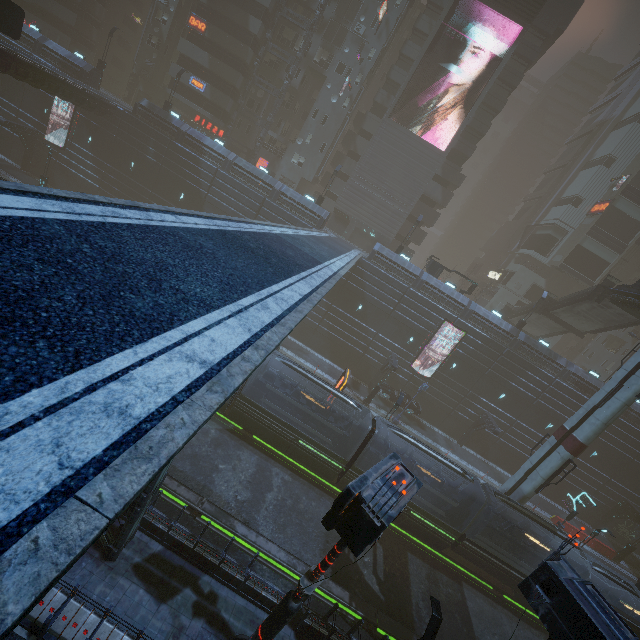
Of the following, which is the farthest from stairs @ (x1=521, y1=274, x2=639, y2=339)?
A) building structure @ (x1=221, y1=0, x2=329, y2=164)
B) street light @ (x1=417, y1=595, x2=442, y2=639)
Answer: building structure @ (x1=221, y1=0, x2=329, y2=164)

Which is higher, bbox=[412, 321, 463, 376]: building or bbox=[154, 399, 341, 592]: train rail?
bbox=[412, 321, 463, 376]: building

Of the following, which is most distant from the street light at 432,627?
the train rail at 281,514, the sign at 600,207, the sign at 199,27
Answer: the sign at 199,27

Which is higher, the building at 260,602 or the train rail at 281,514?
the building at 260,602

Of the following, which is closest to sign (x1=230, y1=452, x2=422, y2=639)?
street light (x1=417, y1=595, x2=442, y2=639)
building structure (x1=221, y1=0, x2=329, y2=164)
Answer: street light (x1=417, y1=595, x2=442, y2=639)

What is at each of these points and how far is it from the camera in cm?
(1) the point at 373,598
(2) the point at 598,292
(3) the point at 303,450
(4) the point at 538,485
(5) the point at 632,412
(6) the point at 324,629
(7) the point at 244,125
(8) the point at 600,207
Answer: (1) train rail, 1681
(2) stairs, 2941
(3) train, 2031
(4) sm, 2252
(5) building, 3338
(6) building, 1271
(7) building, 4456
(8) sign, 4394

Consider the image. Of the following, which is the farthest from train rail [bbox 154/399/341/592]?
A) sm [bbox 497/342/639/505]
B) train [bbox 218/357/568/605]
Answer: sm [bbox 497/342/639/505]

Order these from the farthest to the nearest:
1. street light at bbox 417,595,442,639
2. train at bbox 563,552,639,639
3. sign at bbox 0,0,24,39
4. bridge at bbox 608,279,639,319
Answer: bridge at bbox 608,279,639,319, sign at bbox 0,0,24,39, train at bbox 563,552,639,639, street light at bbox 417,595,442,639
